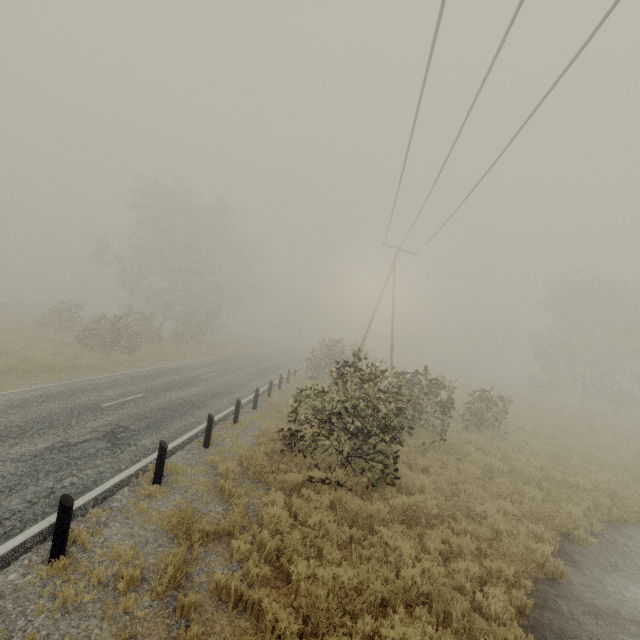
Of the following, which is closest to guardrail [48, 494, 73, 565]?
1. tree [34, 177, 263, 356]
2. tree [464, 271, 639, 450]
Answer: tree [34, 177, 263, 356]

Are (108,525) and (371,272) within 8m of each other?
no

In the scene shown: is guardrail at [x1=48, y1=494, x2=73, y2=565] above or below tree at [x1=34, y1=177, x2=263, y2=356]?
below

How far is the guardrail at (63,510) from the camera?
4.9m

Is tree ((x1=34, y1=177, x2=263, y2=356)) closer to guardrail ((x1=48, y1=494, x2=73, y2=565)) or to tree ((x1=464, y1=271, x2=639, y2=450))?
guardrail ((x1=48, y1=494, x2=73, y2=565))

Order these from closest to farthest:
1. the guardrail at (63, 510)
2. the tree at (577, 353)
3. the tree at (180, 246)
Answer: the guardrail at (63, 510) → the tree at (577, 353) → the tree at (180, 246)
